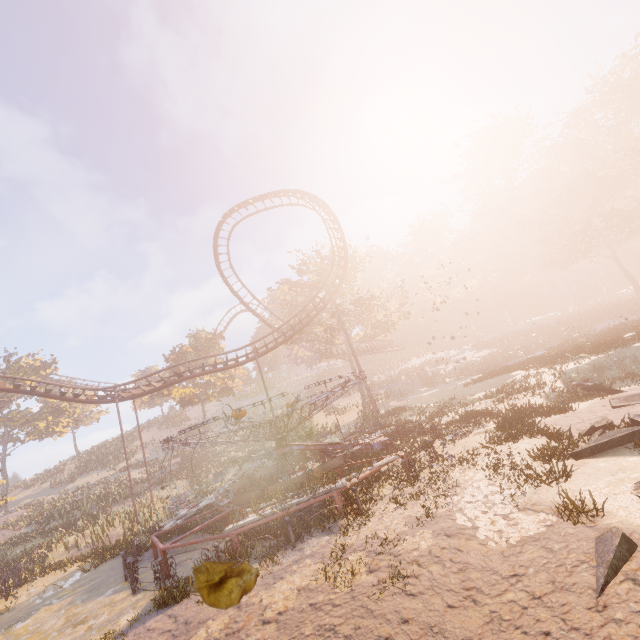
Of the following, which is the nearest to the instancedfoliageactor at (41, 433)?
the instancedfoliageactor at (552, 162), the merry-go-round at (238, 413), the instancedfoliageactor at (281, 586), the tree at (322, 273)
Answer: the merry-go-round at (238, 413)

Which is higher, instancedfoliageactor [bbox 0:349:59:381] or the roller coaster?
instancedfoliageactor [bbox 0:349:59:381]

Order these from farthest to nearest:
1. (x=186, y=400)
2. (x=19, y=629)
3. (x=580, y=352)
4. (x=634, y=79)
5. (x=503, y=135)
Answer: (x=503, y=135) → (x=634, y=79) → (x=186, y=400) → (x=580, y=352) → (x=19, y=629)

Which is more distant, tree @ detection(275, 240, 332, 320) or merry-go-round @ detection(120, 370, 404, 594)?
tree @ detection(275, 240, 332, 320)

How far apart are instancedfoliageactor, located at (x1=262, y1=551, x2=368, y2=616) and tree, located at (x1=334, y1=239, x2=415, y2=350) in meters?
32.1 m

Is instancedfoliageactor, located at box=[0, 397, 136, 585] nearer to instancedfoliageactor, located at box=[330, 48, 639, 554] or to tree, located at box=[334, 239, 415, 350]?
tree, located at box=[334, 239, 415, 350]

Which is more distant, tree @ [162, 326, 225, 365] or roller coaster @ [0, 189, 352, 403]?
tree @ [162, 326, 225, 365]

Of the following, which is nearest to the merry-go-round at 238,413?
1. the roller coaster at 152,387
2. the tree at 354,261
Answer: the roller coaster at 152,387
